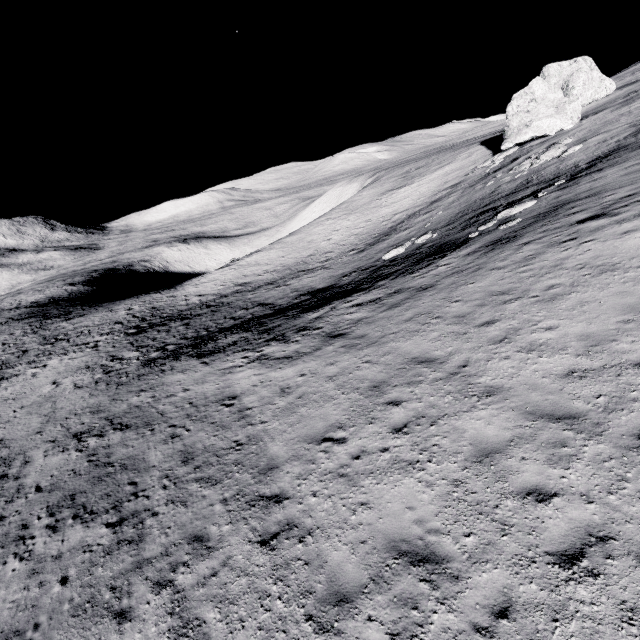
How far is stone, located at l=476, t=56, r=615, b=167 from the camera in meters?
32.5 m

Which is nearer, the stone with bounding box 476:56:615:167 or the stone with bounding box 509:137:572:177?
the stone with bounding box 509:137:572:177

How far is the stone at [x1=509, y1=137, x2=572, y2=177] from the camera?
25.5 meters

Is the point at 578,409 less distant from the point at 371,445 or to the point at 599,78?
the point at 371,445

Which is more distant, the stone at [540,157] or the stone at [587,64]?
the stone at [587,64]

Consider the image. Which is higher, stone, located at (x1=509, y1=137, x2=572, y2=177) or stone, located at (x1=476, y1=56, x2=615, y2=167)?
stone, located at (x1=476, y1=56, x2=615, y2=167)

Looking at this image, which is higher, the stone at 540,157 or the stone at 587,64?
the stone at 587,64
